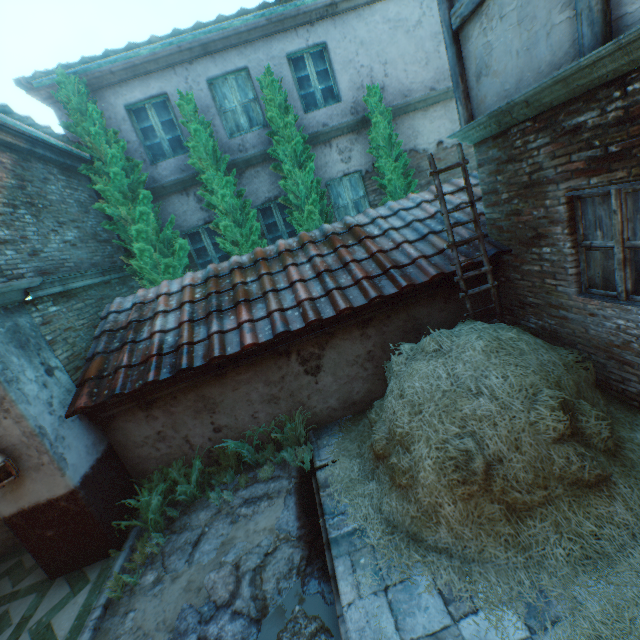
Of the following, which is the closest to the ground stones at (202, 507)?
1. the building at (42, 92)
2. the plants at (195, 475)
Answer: the plants at (195, 475)

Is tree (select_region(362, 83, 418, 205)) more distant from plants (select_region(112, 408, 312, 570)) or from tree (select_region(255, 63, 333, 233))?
plants (select_region(112, 408, 312, 570))

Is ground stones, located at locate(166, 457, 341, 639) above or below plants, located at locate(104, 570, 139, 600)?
below

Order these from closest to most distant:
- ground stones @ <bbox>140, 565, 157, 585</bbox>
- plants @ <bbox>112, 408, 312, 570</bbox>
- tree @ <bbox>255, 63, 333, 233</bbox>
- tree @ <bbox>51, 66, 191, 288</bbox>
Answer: ground stones @ <bbox>140, 565, 157, 585</bbox> < plants @ <bbox>112, 408, 312, 570</bbox> < tree @ <bbox>51, 66, 191, 288</bbox> < tree @ <bbox>255, 63, 333, 233</bbox>

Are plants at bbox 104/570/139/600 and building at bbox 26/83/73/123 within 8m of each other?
no

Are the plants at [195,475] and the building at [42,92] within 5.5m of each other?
no

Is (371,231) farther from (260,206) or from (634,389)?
(634,389)

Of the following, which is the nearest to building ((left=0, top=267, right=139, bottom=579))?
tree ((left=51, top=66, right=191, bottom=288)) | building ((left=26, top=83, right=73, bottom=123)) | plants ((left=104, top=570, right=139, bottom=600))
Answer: plants ((left=104, top=570, right=139, bottom=600))
